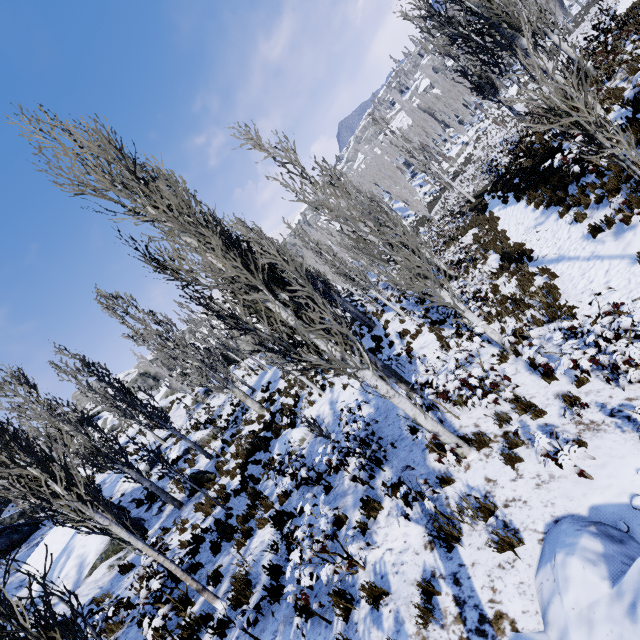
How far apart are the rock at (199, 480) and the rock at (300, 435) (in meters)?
3.40

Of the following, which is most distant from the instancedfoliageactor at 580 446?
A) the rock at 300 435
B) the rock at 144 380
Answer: the rock at 144 380

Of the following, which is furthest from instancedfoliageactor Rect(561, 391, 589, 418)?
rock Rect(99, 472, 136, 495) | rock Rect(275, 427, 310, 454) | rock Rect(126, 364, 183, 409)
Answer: rock Rect(126, 364, 183, 409)

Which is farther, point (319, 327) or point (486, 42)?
point (486, 42)

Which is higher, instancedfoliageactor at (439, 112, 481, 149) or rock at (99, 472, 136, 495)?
rock at (99, 472, 136, 495)

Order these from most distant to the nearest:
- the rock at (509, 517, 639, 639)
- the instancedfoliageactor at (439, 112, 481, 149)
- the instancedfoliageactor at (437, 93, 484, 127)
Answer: the instancedfoliageactor at (437, 93, 484, 127) → the instancedfoliageactor at (439, 112, 481, 149) → the rock at (509, 517, 639, 639)

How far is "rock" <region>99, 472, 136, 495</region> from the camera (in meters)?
17.83

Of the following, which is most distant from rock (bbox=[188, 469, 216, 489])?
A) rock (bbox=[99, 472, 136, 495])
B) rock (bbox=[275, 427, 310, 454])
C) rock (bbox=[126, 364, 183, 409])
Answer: rock (bbox=[126, 364, 183, 409])
